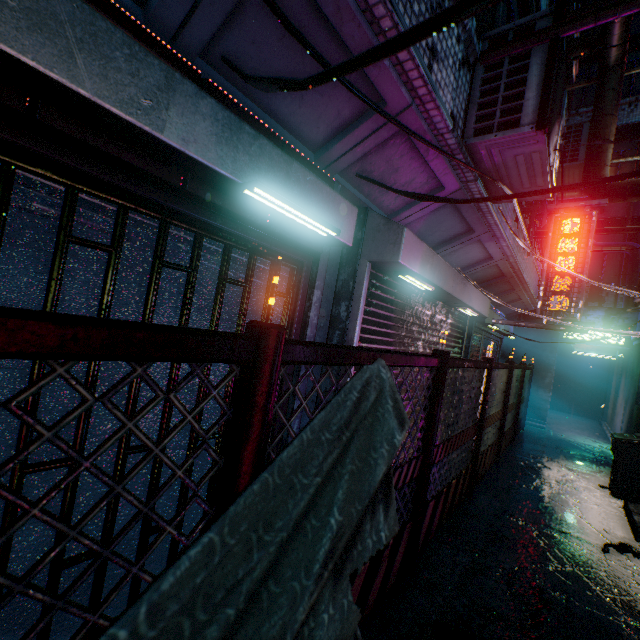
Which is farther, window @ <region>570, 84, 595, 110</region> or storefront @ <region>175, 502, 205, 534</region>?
window @ <region>570, 84, 595, 110</region>

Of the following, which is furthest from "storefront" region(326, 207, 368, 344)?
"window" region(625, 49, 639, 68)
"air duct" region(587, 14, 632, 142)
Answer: "window" region(625, 49, 639, 68)

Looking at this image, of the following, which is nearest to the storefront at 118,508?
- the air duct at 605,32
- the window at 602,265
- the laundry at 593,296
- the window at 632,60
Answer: the air duct at 605,32

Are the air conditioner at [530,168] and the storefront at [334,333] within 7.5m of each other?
yes

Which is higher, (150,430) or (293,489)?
(293,489)

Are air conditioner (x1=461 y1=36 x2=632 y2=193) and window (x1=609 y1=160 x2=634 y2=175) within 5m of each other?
no

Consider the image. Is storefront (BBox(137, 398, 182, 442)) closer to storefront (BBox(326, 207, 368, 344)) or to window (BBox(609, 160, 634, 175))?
storefront (BBox(326, 207, 368, 344))

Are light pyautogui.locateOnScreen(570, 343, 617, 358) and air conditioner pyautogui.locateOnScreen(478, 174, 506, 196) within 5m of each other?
no
